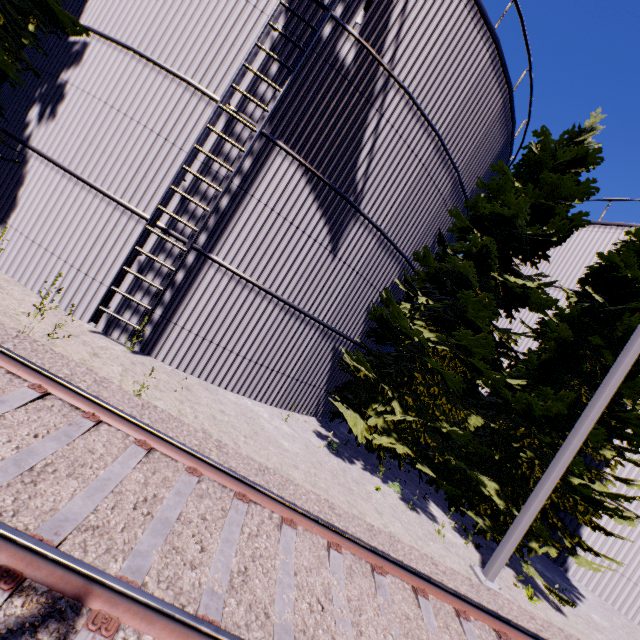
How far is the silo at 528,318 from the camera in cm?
1325

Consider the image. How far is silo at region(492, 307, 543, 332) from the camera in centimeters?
1325cm

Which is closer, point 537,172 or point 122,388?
point 122,388

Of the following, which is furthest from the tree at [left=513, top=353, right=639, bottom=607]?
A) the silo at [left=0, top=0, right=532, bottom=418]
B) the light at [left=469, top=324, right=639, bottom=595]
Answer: the light at [left=469, top=324, right=639, bottom=595]

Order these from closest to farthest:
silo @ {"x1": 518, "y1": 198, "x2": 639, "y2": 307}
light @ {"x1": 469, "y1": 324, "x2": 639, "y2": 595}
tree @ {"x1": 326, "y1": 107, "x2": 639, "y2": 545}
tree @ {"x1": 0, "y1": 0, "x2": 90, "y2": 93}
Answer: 1. light @ {"x1": 469, "y1": 324, "x2": 639, "y2": 595}
2. tree @ {"x1": 0, "y1": 0, "x2": 90, "y2": 93}
3. tree @ {"x1": 326, "y1": 107, "x2": 639, "y2": 545}
4. silo @ {"x1": 518, "y1": 198, "x2": 639, "y2": 307}

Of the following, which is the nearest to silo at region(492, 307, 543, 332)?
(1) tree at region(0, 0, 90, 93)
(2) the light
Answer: (1) tree at region(0, 0, 90, 93)

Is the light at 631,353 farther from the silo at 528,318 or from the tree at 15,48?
the silo at 528,318
